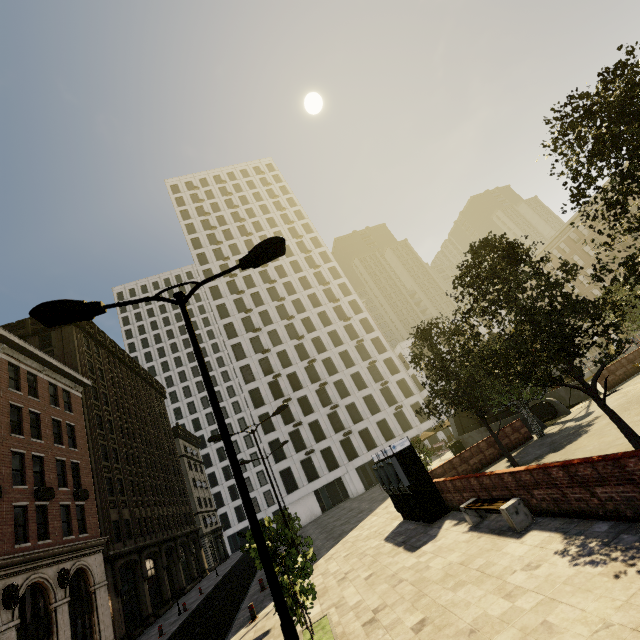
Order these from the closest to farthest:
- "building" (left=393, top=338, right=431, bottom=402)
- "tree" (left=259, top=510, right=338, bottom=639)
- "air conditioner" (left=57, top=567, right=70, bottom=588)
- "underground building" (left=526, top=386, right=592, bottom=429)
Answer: "tree" (left=259, top=510, right=338, bottom=639) → "air conditioner" (left=57, top=567, right=70, bottom=588) → "underground building" (left=526, top=386, right=592, bottom=429) → "building" (left=393, top=338, right=431, bottom=402)

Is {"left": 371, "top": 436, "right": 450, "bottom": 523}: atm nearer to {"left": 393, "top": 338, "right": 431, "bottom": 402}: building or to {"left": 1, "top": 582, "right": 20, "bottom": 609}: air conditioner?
{"left": 1, "top": 582, "right": 20, "bottom": 609}: air conditioner

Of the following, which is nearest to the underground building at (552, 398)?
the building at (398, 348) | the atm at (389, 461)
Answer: the building at (398, 348)

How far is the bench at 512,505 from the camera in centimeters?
855cm

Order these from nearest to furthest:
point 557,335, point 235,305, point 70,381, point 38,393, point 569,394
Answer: point 557,335 < point 38,393 < point 569,394 < point 70,381 < point 235,305

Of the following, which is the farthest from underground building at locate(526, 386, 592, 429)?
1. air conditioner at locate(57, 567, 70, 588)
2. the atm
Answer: air conditioner at locate(57, 567, 70, 588)

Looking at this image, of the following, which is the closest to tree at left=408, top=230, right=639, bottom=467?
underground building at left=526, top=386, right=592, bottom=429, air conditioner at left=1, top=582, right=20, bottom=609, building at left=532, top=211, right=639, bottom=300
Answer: underground building at left=526, top=386, right=592, bottom=429

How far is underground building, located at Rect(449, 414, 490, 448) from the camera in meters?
25.9
